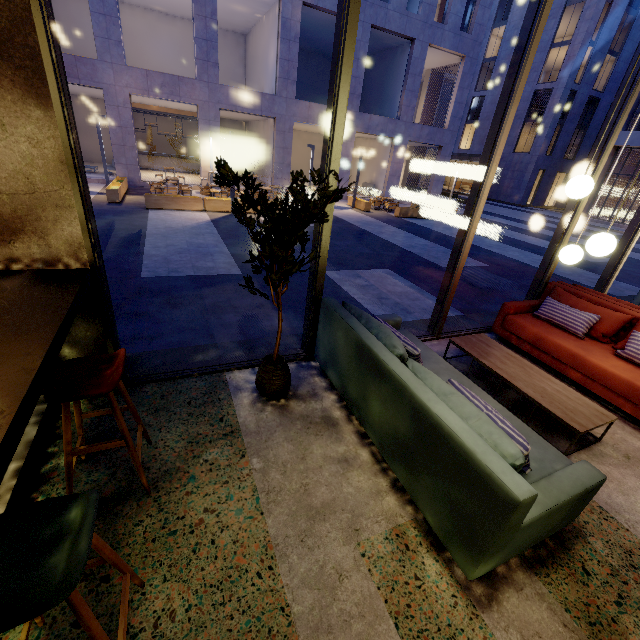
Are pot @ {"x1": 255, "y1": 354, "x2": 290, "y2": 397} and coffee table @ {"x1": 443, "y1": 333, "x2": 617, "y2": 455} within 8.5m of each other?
yes

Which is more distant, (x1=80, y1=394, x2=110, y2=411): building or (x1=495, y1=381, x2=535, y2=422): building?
(x1=495, y1=381, x2=535, y2=422): building

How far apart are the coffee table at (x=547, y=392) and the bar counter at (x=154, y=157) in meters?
23.4 m

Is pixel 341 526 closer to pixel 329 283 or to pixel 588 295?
pixel 588 295

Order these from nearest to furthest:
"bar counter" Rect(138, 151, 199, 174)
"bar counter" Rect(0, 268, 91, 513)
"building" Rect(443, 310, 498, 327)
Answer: "bar counter" Rect(0, 268, 91, 513), "building" Rect(443, 310, 498, 327), "bar counter" Rect(138, 151, 199, 174)

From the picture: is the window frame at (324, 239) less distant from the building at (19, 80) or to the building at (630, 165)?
the building at (19, 80)

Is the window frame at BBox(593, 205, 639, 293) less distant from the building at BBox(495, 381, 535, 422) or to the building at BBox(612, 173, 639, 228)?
the building at BBox(495, 381, 535, 422)

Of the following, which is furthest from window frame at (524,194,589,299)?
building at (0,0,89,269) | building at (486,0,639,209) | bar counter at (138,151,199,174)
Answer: building at (486,0,639,209)
